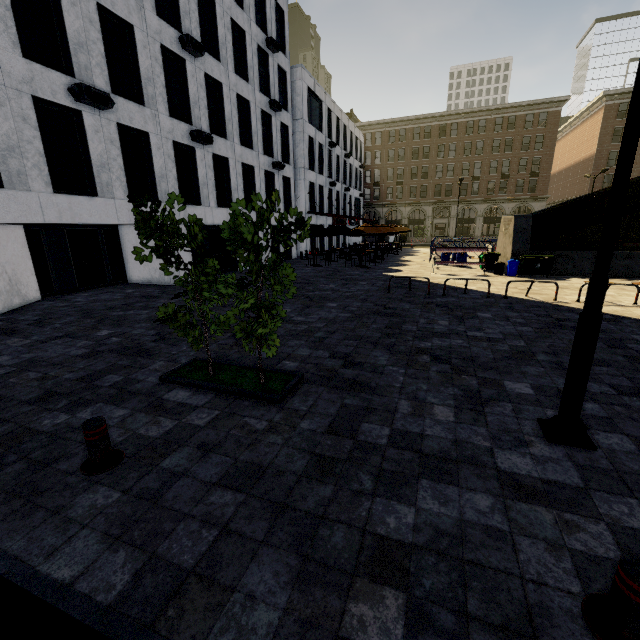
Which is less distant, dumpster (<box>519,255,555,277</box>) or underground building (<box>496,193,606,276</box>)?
dumpster (<box>519,255,555,277</box>)

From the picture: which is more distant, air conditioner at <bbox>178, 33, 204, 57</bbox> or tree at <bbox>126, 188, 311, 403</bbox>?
air conditioner at <bbox>178, 33, 204, 57</bbox>

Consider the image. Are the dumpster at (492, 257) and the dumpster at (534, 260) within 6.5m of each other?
yes

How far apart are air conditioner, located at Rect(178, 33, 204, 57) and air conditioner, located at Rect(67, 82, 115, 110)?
5.77m

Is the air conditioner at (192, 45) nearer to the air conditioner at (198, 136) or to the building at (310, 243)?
the air conditioner at (198, 136)

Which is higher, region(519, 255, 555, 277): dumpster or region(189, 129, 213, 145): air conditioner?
region(189, 129, 213, 145): air conditioner

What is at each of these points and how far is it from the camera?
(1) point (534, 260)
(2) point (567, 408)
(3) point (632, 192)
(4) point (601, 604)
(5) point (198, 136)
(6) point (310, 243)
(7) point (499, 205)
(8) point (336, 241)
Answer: (1) dumpster, 16.6m
(2) street light, 4.1m
(3) building, 45.2m
(4) metal bar, 2.3m
(5) air conditioner, 16.2m
(6) building, 33.3m
(7) building, 51.3m
(8) building, 41.5m

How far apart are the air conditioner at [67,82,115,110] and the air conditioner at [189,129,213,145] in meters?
4.2 m
